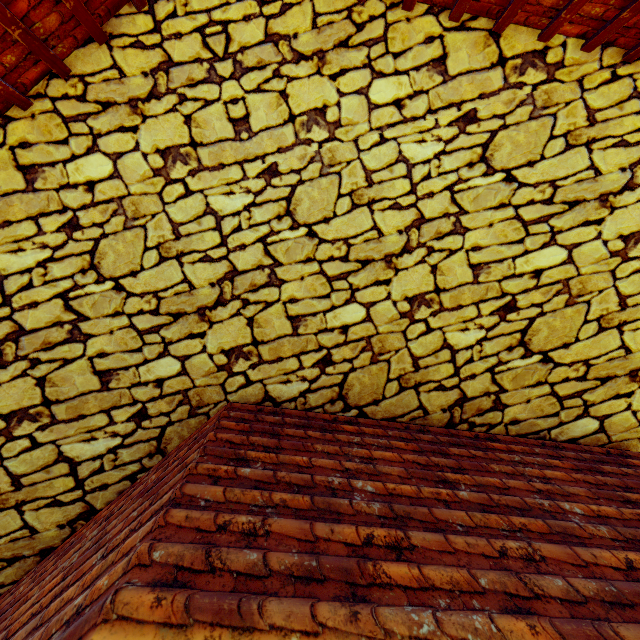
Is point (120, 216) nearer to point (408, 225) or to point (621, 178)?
point (408, 225)
